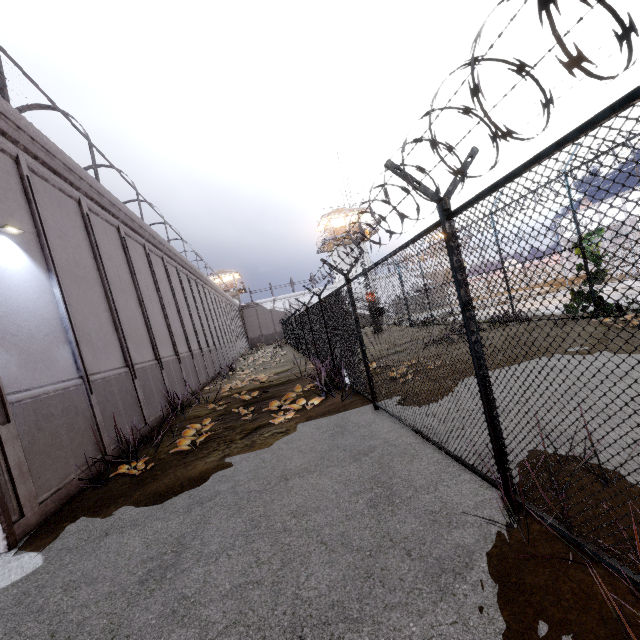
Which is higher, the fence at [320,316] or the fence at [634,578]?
the fence at [320,316]

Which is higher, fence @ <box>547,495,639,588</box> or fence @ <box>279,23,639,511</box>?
fence @ <box>279,23,639,511</box>

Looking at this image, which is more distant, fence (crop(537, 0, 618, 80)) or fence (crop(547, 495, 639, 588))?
fence (crop(547, 495, 639, 588))

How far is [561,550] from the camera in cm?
251
